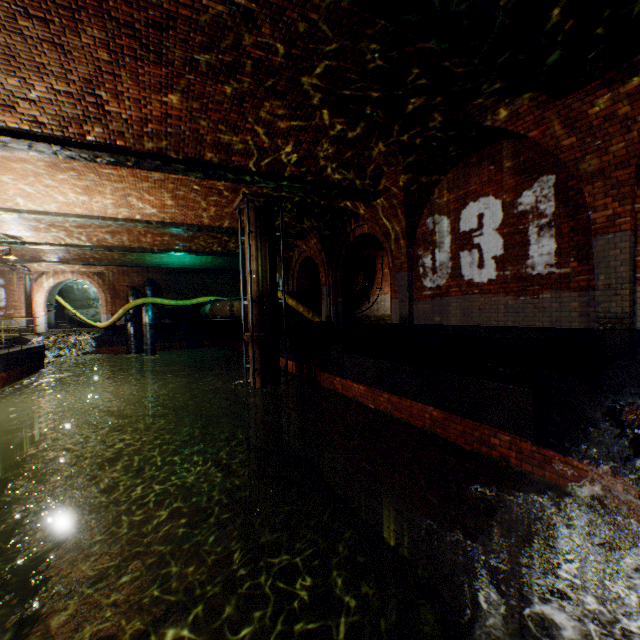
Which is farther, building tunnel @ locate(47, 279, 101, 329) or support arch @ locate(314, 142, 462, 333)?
building tunnel @ locate(47, 279, 101, 329)

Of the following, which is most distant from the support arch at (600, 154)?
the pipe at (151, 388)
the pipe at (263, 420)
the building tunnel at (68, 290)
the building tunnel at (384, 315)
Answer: the building tunnel at (68, 290)

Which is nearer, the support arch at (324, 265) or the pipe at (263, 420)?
the pipe at (263, 420)

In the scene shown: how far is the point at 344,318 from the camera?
13.5m

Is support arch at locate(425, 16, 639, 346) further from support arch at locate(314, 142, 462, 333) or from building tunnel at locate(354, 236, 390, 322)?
building tunnel at locate(354, 236, 390, 322)

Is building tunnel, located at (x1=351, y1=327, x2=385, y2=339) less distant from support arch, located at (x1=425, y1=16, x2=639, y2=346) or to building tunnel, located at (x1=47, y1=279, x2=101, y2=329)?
support arch, located at (x1=425, y1=16, x2=639, y2=346)

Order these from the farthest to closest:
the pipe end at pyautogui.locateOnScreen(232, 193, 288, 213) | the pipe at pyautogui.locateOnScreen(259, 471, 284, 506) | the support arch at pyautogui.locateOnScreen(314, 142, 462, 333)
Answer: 1. the pipe at pyautogui.locateOnScreen(259, 471, 284, 506)
2. the pipe end at pyautogui.locateOnScreen(232, 193, 288, 213)
3. the support arch at pyautogui.locateOnScreen(314, 142, 462, 333)

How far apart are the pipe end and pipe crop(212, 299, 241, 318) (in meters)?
5.87
